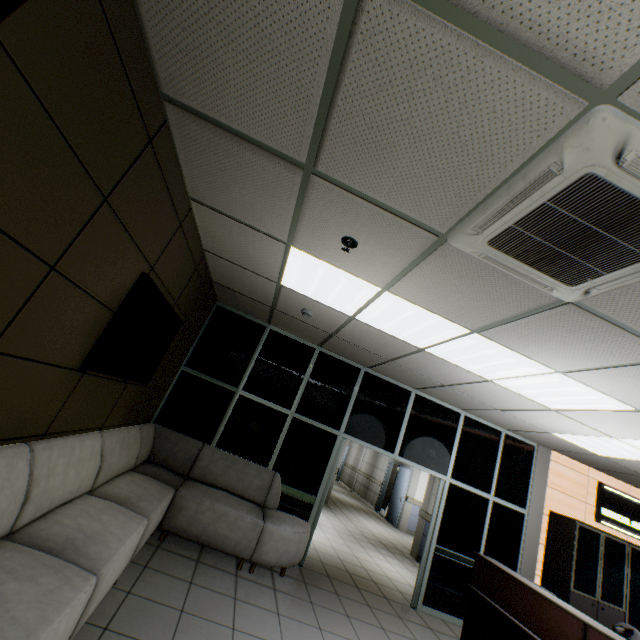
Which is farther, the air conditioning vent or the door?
the door

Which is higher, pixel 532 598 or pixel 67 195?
pixel 67 195

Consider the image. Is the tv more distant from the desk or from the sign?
the sign

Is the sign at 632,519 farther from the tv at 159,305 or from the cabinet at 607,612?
the tv at 159,305

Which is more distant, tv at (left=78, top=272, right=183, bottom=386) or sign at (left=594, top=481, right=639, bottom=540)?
sign at (left=594, top=481, right=639, bottom=540)

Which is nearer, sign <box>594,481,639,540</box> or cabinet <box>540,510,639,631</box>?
cabinet <box>540,510,639,631</box>

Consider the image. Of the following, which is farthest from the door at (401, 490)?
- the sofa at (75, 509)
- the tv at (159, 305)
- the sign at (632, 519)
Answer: the tv at (159, 305)

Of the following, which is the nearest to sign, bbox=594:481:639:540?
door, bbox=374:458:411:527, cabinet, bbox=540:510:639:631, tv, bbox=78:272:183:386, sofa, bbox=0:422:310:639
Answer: cabinet, bbox=540:510:639:631
